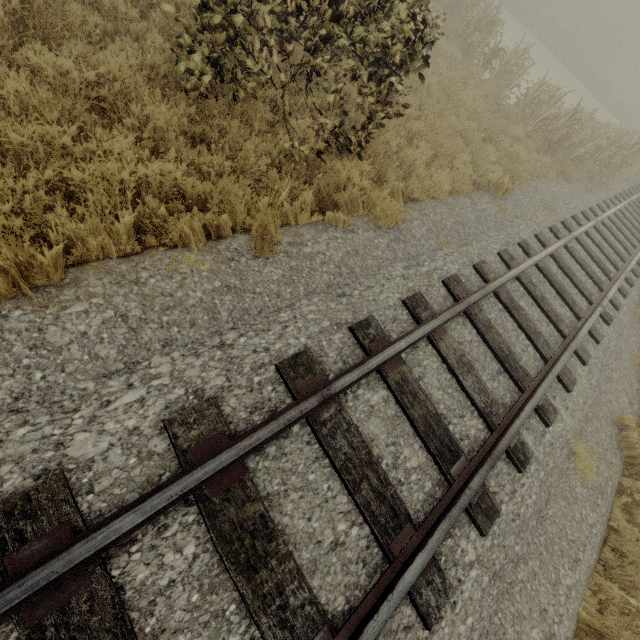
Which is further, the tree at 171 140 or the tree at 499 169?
the tree at 499 169

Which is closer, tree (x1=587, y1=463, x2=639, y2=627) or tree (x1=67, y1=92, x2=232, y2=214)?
tree (x1=67, y1=92, x2=232, y2=214)

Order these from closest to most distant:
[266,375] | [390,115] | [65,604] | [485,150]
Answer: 1. [65,604]
2. [266,375]
3. [390,115]
4. [485,150]

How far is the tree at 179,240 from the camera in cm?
340

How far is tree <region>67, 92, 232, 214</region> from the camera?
3.4 meters
